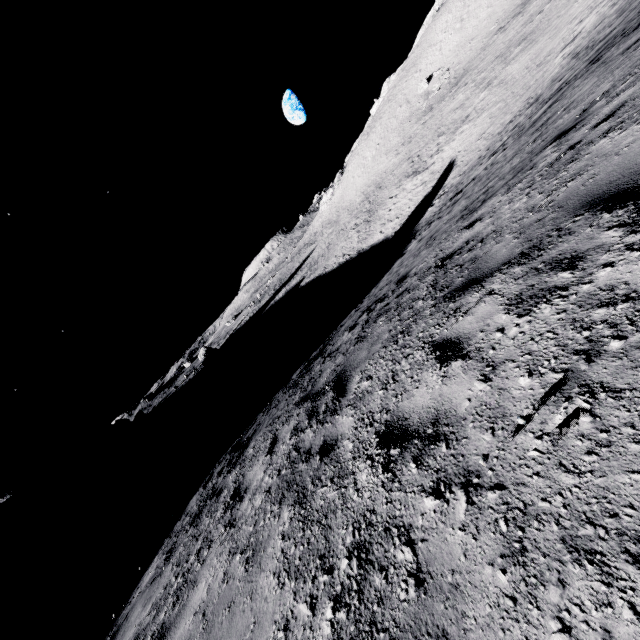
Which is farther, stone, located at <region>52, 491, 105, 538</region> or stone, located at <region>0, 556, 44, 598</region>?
stone, located at <region>52, 491, 105, 538</region>

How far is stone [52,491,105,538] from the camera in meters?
39.9

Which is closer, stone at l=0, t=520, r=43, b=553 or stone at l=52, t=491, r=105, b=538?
stone at l=52, t=491, r=105, b=538

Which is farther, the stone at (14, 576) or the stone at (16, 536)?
the stone at (16, 536)

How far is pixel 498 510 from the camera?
1.8 meters

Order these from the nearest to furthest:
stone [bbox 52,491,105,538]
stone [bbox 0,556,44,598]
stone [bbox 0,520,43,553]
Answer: stone [bbox 0,556,44,598] → stone [bbox 52,491,105,538] → stone [bbox 0,520,43,553]

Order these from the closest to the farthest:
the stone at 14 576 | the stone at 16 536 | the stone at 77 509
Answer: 1. the stone at 14 576
2. the stone at 77 509
3. the stone at 16 536

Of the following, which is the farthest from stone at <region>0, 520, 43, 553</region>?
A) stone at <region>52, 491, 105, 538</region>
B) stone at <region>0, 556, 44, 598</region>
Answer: stone at <region>0, 556, 44, 598</region>
